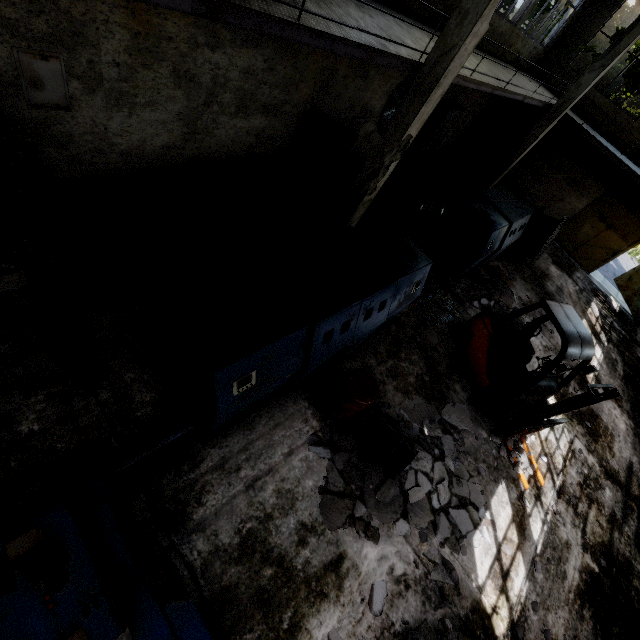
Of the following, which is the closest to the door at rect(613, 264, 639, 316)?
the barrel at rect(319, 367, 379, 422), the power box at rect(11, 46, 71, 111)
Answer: the barrel at rect(319, 367, 379, 422)

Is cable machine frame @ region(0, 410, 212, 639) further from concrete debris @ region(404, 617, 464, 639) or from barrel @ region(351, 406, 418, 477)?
barrel @ region(351, 406, 418, 477)

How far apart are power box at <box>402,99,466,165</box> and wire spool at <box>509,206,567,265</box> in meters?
4.7

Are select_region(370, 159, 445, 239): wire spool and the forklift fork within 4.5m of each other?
no

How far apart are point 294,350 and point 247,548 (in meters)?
2.71

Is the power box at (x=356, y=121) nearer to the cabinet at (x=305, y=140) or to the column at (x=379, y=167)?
the cabinet at (x=305, y=140)

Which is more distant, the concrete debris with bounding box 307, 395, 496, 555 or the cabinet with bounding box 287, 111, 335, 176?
the cabinet with bounding box 287, 111, 335, 176

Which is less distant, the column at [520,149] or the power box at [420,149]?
the column at [520,149]
